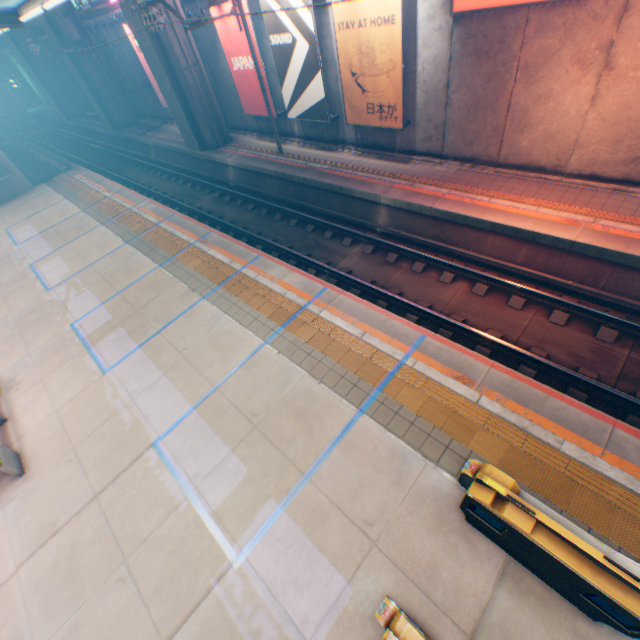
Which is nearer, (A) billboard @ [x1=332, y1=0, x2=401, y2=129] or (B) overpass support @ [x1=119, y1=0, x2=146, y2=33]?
(A) billboard @ [x1=332, y1=0, x2=401, y2=129]

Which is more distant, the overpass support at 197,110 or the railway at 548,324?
the overpass support at 197,110

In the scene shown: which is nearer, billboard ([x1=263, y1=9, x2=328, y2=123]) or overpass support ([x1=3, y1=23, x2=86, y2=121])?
billboard ([x1=263, y1=9, x2=328, y2=123])

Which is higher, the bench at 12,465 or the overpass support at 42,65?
the overpass support at 42,65

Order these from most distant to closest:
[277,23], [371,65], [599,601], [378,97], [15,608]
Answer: [277,23]
[378,97]
[371,65]
[15,608]
[599,601]

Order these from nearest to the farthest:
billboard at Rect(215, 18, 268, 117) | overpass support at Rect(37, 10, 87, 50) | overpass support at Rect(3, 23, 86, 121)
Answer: billboard at Rect(215, 18, 268, 117)
overpass support at Rect(37, 10, 87, 50)
overpass support at Rect(3, 23, 86, 121)

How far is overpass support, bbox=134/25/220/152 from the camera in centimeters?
1509cm

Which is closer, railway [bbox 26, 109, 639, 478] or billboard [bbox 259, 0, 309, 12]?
railway [bbox 26, 109, 639, 478]
